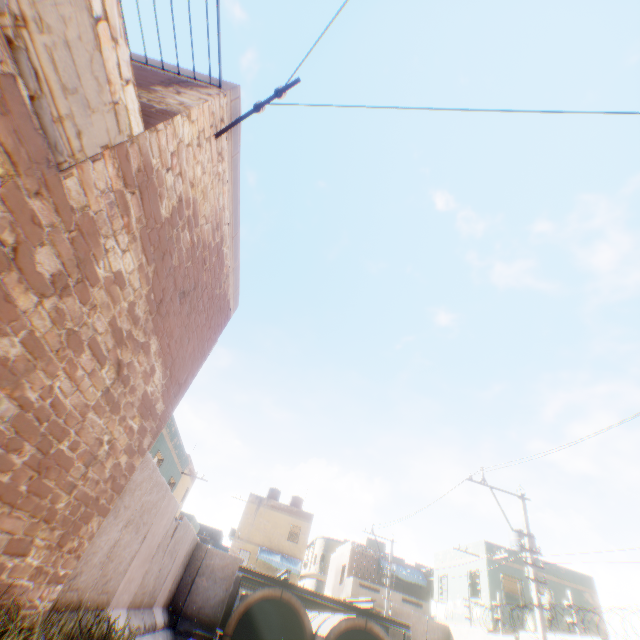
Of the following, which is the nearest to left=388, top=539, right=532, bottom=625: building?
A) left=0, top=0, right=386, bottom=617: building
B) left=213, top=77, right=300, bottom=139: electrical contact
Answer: left=0, top=0, right=386, bottom=617: building

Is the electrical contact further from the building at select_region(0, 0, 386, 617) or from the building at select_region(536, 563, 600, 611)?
the building at select_region(536, 563, 600, 611)

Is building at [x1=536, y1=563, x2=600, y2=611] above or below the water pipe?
above

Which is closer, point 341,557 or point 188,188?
point 188,188

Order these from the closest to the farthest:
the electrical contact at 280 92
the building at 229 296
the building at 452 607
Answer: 1. the building at 229 296
2. the electrical contact at 280 92
3. the building at 452 607

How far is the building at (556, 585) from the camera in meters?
18.9

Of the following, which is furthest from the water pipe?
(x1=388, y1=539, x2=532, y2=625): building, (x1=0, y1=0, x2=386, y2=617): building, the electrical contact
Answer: the electrical contact

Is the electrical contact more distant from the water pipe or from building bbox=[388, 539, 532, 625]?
building bbox=[388, 539, 532, 625]
